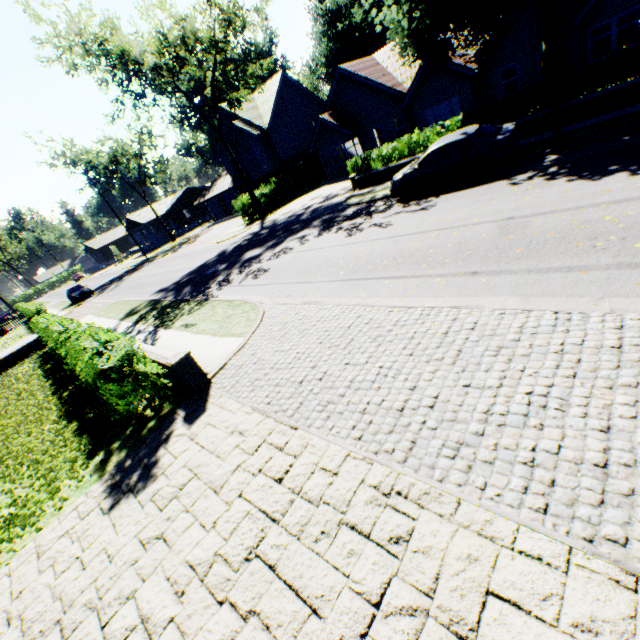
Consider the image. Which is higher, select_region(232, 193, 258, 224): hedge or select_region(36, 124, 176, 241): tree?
select_region(36, 124, 176, 241): tree

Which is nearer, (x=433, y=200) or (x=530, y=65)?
(x=433, y=200)

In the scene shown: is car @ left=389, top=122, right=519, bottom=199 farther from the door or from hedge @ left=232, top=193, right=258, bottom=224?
the door

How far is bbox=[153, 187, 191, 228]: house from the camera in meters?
57.9

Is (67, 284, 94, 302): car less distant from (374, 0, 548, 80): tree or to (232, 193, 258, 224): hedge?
(374, 0, 548, 80): tree

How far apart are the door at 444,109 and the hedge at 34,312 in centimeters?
2471cm

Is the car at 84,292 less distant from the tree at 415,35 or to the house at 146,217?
the tree at 415,35

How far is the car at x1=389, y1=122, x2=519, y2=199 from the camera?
11.1 meters
